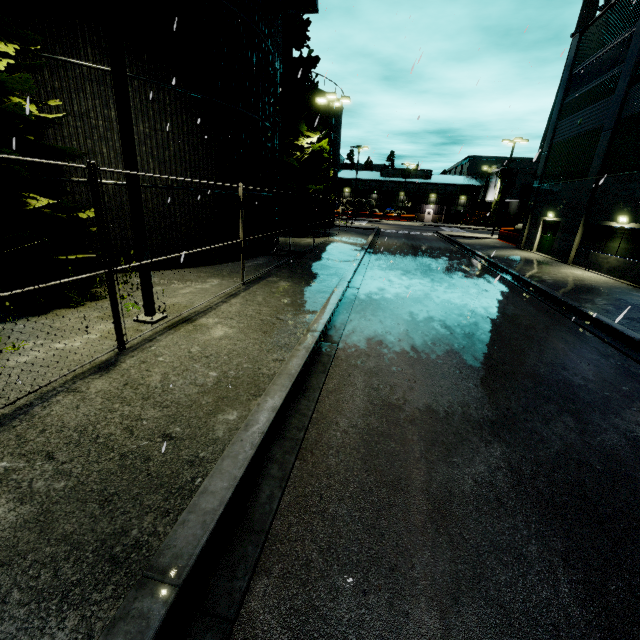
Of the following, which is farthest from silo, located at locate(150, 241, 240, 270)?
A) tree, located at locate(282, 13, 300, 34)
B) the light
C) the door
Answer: the door

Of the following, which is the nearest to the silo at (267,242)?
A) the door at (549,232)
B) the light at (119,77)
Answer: the light at (119,77)

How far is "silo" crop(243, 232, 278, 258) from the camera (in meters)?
15.21

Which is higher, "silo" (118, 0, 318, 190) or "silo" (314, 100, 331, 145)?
"silo" (314, 100, 331, 145)

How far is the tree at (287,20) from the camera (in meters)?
22.55

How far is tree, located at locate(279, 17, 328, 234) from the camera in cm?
2322

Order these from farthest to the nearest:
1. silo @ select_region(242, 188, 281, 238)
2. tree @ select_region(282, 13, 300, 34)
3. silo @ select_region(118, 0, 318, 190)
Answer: tree @ select_region(282, 13, 300, 34)
silo @ select_region(242, 188, 281, 238)
silo @ select_region(118, 0, 318, 190)

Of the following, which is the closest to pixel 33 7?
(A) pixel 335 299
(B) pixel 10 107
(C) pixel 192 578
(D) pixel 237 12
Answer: (B) pixel 10 107
